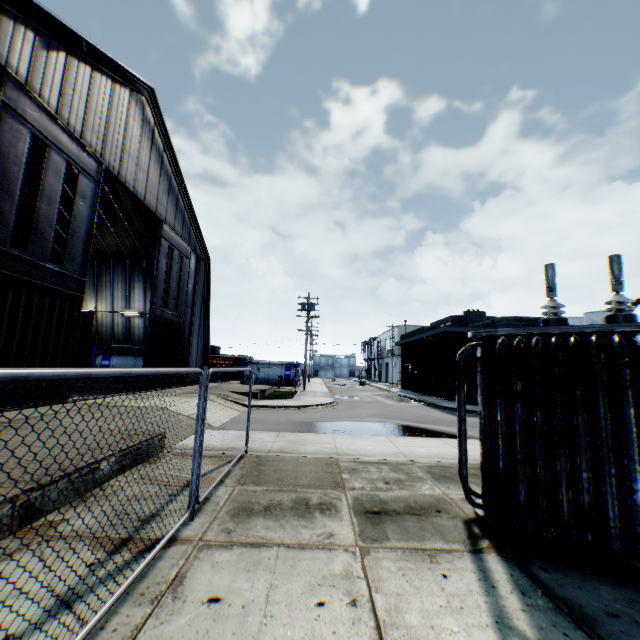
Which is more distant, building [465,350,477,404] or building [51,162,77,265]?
building [465,350,477,404]

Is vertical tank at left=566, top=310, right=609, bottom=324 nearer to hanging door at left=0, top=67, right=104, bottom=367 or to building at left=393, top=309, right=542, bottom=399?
building at left=393, top=309, right=542, bottom=399

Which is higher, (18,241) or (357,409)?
(18,241)

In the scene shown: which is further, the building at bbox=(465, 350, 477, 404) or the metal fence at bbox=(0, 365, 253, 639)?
the building at bbox=(465, 350, 477, 404)

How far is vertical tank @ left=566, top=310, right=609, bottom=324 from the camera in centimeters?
4806cm

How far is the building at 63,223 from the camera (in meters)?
22.17

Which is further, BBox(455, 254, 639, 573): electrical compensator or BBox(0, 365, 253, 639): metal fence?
BBox(455, 254, 639, 573): electrical compensator

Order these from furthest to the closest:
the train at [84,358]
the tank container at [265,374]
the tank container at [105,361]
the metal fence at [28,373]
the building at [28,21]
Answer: the tank container at [265,374]
the tank container at [105,361]
the train at [84,358]
the building at [28,21]
the metal fence at [28,373]
